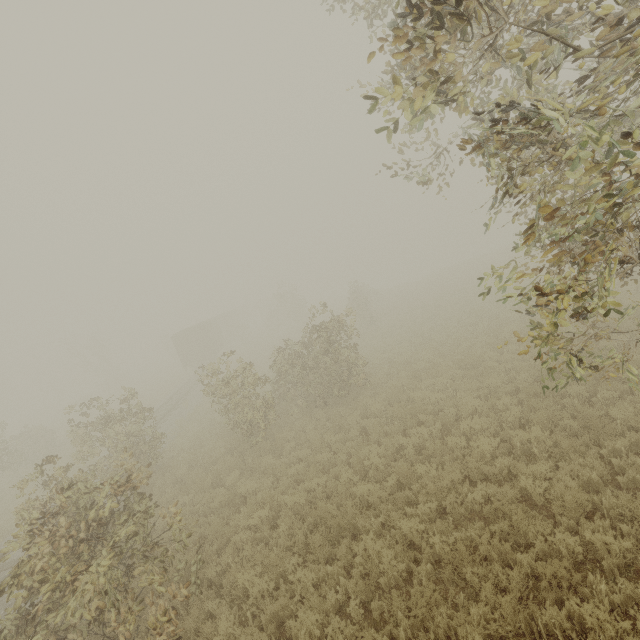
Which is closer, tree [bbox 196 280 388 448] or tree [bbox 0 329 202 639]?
tree [bbox 0 329 202 639]

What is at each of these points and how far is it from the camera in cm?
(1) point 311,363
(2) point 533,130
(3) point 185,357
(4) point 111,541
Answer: (1) tree, 1494
(2) tree, 315
(3) boxcar, 3425
(4) tree, 633

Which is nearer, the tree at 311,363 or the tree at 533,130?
the tree at 533,130

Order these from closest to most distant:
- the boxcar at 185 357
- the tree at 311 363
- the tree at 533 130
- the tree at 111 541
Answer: the tree at 533 130
the tree at 111 541
the tree at 311 363
the boxcar at 185 357

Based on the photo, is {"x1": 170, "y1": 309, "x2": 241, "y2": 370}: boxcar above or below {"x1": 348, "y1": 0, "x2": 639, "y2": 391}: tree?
below

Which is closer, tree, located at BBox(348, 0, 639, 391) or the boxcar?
tree, located at BBox(348, 0, 639, 391)

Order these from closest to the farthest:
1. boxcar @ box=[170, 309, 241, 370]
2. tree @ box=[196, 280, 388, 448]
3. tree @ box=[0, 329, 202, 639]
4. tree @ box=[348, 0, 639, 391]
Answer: tree @ box=[348, 0, 639, 391]
tree @ box=[0, 329, 202, 639]
tree @ box=[196, 280, 388, 448]
boxcar @ box=[170, 309, 241, 370]
